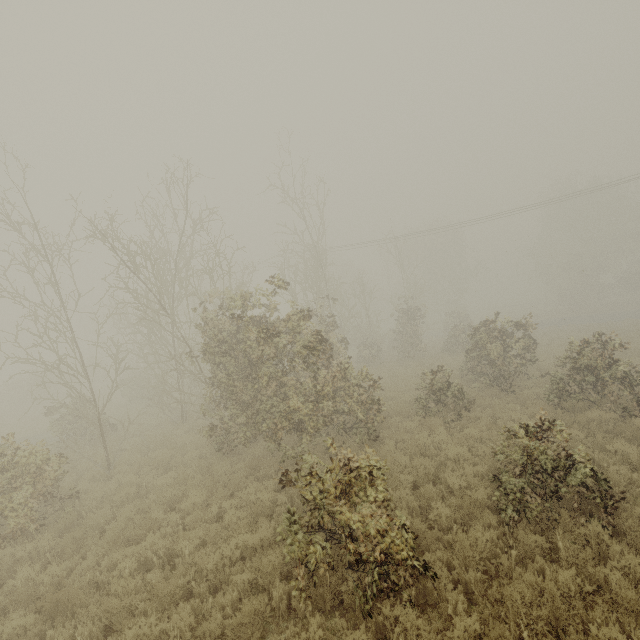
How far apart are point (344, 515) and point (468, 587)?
2.7 meters

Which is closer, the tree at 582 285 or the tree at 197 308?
the tree at 197 308

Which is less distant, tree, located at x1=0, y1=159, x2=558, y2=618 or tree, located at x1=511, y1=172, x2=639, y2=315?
tree, located at x1=0, y1=159, x2=558, y2=618
